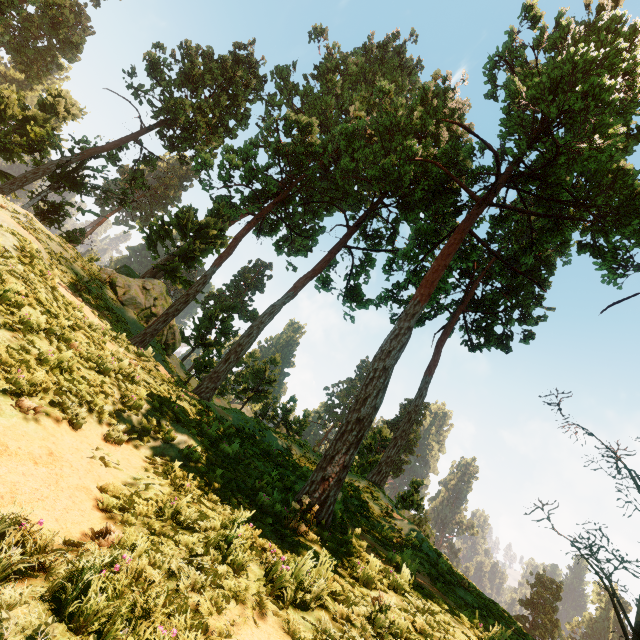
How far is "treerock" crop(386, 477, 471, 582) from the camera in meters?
13.0

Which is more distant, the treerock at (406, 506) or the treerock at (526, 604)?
the treerock at (526, 604)

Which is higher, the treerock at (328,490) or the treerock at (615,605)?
the treerock at (328,490)

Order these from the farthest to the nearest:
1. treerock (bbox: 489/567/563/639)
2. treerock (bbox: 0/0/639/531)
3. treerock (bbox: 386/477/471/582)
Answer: treerock (bbox: 489/567/563/639) → treerock (bbox: 386/477/471/582) → treerock (bbox: 0/0/639/531)

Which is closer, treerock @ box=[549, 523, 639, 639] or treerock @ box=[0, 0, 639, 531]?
treerock @ box=[549, 523, 639, 639]

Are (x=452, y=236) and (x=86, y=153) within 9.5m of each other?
no

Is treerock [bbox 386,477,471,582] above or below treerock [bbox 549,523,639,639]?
above
